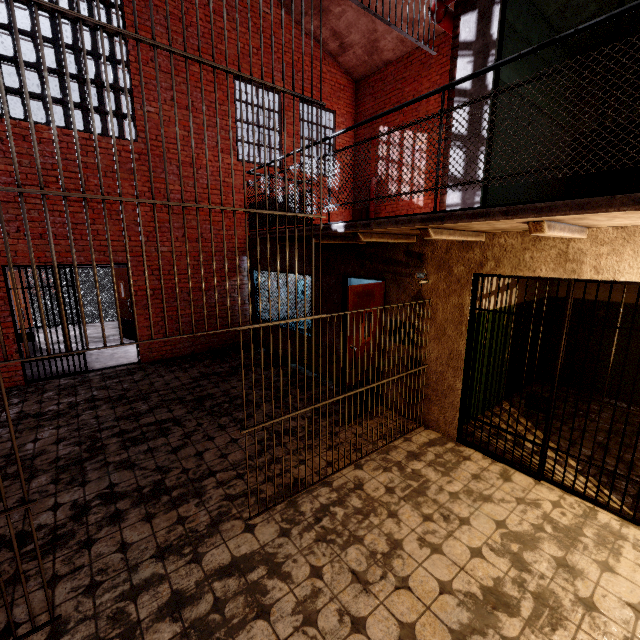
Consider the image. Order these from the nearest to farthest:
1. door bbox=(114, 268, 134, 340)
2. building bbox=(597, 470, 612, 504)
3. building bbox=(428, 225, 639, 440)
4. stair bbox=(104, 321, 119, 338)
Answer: building bbox=(428, 225, 639, 440) → building bbox=(597, 470, 612, 504) → door bbox=(114, 268, 134, 340) → stair bbox=(104, 321, 119, 338)

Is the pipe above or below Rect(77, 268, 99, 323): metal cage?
above

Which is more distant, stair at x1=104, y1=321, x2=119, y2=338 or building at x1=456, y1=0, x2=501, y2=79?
stair at x1=104, y1=321, x2=119, y2=338

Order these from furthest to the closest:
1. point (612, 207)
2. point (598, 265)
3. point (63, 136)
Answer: point (63, 136), point (598, 265), point (612, 207)

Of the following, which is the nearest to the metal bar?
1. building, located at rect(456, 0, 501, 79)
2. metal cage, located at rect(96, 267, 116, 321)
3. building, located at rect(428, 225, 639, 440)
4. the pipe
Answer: building, located at rect(428, 225, 639, 440)

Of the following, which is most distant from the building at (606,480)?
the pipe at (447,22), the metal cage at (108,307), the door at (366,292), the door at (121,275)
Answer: the metal cage at (108,307)

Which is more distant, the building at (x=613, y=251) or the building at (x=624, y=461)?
the building at (x=624, y=461)

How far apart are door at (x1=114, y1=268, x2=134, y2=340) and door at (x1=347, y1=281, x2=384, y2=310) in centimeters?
750cm
